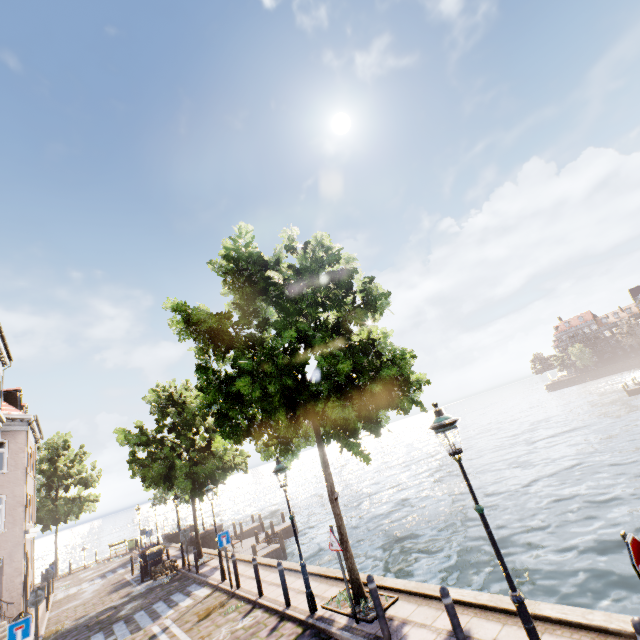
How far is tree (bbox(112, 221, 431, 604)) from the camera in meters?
7.6

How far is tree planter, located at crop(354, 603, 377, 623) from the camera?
7.1m

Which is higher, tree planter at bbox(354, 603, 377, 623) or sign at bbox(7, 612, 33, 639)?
sign at bbox(7, 612, 33, 639)

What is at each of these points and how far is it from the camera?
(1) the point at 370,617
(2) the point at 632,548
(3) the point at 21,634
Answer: (1) tree planter, 7.27m
(2) sign, 3.43m
(3) sign, 8.84m

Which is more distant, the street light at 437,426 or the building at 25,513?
the building at 25,513

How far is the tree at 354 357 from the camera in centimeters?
762cm

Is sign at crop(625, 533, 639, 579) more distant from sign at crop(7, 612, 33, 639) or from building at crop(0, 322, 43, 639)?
sign at crop(7, 612, 33, 639)

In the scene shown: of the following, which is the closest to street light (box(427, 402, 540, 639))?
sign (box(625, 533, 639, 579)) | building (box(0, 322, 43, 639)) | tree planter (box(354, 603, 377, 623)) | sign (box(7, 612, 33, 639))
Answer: tree planter (box(354, 603, 377, 623))
